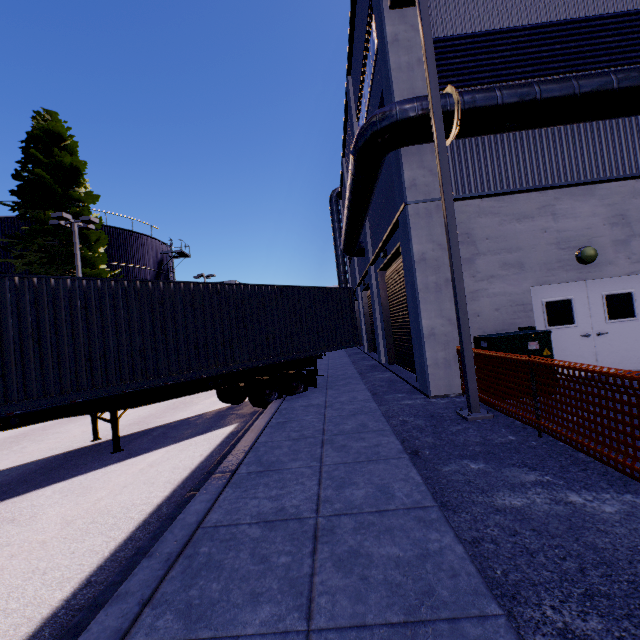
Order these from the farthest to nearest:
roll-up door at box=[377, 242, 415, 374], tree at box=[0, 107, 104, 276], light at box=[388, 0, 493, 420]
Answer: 1. tree at box=[0, 107, 104, 276]
2. roll-up door at box=[377, 242, 415, 374]
3. light at box=[388, 0, 493, 420]

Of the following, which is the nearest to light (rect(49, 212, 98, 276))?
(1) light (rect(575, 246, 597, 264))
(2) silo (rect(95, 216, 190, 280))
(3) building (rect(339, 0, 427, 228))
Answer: (2) silo (rect(95, 216, 190, 280))

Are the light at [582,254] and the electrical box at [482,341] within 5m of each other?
yes

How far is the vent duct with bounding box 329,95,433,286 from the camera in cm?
724

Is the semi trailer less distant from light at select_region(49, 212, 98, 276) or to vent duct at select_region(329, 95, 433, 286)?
vent duct at select_region(329, 95, 433, 286)

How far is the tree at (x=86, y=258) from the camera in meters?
19.3

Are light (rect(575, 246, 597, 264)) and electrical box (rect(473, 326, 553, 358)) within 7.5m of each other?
yes

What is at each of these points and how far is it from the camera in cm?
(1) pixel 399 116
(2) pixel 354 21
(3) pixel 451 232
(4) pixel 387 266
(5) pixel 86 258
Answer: (1) vent duct, 723
(2) building, 1373
(3) light, 648
(4) roll-up door, 1416
(5) tree, 1966
